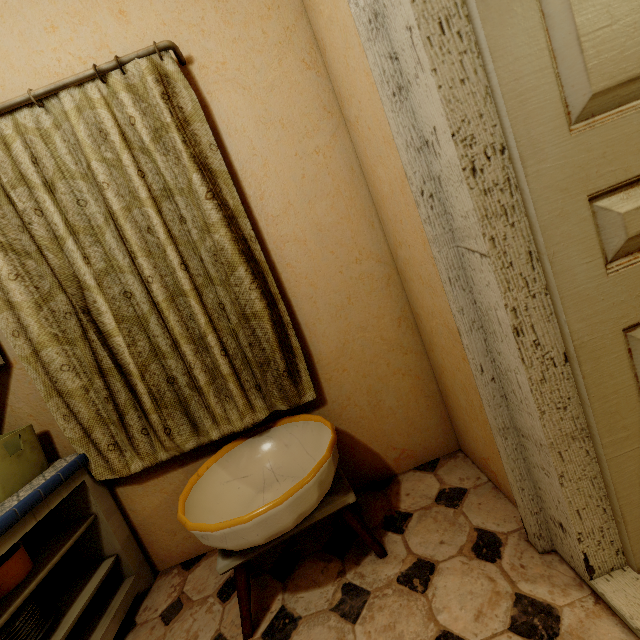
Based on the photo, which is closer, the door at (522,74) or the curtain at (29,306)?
the door at (522,74)

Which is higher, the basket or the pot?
the basket

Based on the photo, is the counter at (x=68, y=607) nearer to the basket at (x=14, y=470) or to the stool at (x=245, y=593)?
the basket at (x=14, y=470)

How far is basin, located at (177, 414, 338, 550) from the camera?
1.1m

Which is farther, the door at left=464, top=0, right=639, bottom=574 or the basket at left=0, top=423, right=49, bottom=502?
the basket at left=0, top=423, right=49, bottom=502

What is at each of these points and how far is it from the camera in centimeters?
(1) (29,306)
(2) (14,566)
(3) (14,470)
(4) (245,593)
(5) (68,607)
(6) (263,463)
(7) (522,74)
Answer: (1) curtain, 147cm
(2) pot, 124cm
(3) basket, 139cm
(4) stool, 122cm
(5) counter, 137cm
(6) basin, 161cm
(7) door, 76cm

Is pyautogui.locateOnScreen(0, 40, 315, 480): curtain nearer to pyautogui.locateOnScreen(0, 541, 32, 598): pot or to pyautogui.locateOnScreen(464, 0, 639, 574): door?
pyautogui.locateOnScreen(0, 541, 32, 598): pot

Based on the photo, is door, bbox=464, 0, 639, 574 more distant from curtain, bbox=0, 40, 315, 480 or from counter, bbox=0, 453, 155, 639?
counter, bbox=0, 453, 155, 639
